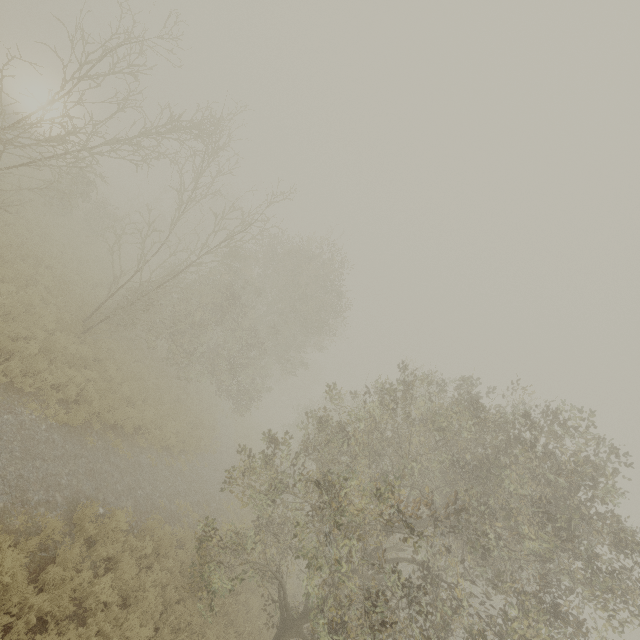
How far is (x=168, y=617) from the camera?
8.73m
